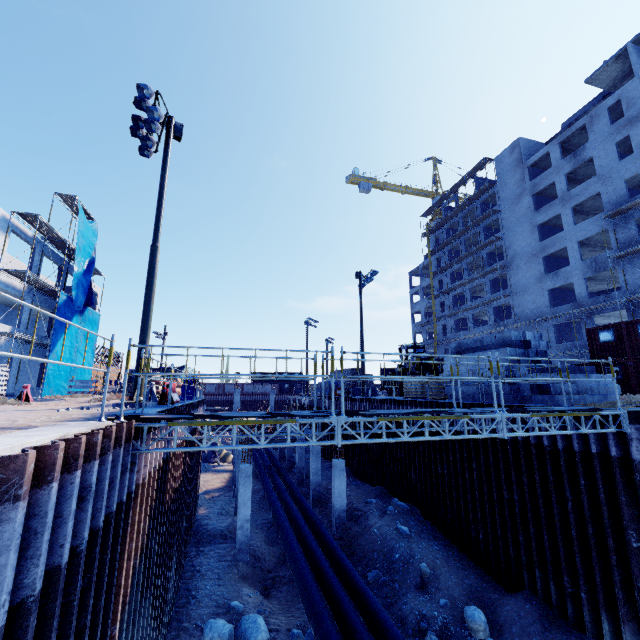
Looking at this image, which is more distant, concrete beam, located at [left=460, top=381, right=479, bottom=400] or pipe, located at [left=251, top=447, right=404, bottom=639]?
concrete beam, located at [left=460, top=381, right=479, bottom=400]

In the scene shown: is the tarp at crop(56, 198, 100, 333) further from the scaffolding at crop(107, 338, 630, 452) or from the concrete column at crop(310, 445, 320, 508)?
the scaffolding at crop(107, 338, 630, 452)

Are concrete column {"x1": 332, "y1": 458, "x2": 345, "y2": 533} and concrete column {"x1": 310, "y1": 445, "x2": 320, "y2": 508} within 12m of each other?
yes

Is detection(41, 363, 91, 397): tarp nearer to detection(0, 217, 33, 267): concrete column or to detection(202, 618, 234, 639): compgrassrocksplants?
detection(0, 217, 33, 267): concrete column

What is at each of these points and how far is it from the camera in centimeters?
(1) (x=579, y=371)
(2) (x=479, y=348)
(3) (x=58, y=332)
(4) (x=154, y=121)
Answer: (1) concrete beam, 1301cm
(2) concrete beam, 1546cm
(3) tarp, 2430cm
(4) floodlight, 1200cm

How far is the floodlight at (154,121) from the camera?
11.6 meters

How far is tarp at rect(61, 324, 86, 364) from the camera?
25.58m

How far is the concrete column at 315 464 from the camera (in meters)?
21.47
